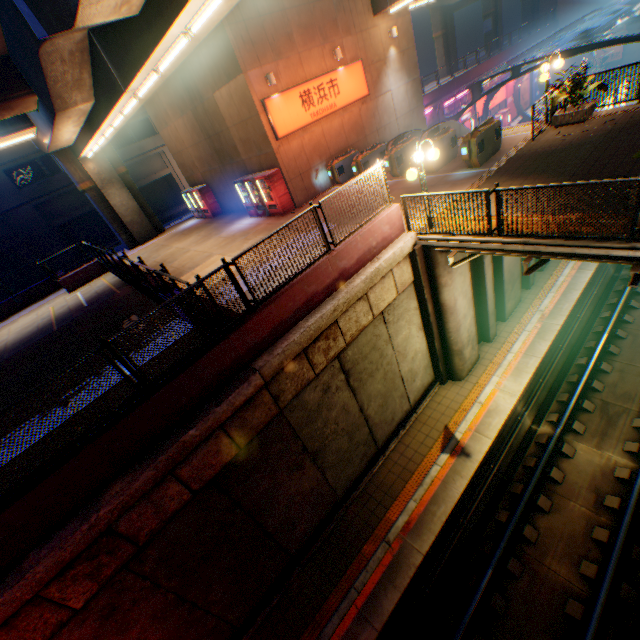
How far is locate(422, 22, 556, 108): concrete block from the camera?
27.8 meters

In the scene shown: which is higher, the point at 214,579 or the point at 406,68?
the point at 406,68

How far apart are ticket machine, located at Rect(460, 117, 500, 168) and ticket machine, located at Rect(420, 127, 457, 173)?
1.2m

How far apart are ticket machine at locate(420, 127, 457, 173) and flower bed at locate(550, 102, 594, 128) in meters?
3.2 m

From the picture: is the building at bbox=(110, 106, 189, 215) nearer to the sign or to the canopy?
the sign

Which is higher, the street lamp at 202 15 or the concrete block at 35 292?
the street lamp at 202 15

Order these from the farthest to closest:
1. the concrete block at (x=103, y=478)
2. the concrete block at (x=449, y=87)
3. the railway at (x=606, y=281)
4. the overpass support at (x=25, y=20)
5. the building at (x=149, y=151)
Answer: the building at (x=149, y=151)
the concrete block at (x=449, y=87)
the railway at (x=606, y=281)
the overpass support at (x=25, y=20)
the concrete block at (x=103, y=478)

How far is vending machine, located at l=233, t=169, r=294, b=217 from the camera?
15.3m
